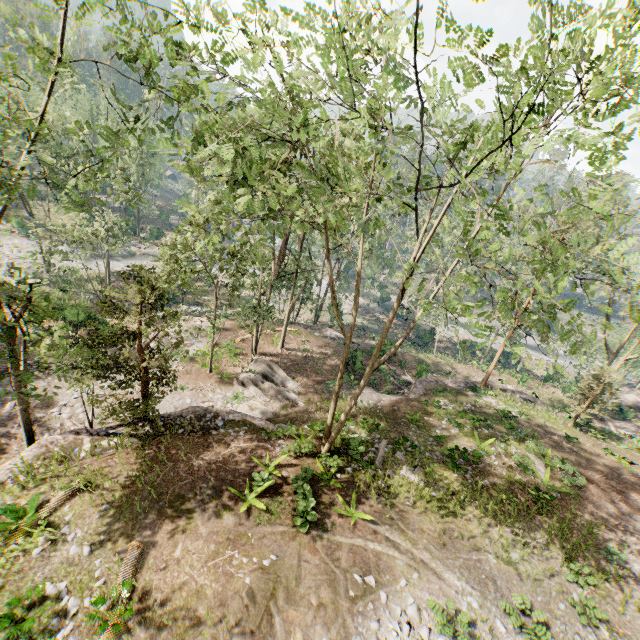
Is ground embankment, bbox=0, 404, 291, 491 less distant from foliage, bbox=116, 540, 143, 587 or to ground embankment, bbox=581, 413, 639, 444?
foliage, bbox=116, 540, 143, 587

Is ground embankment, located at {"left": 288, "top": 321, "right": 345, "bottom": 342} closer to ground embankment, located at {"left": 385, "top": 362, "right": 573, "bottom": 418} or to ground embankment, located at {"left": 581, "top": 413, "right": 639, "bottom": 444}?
ground embankment, located at {"left": 385, "top": 362, "right": 573, "bottom": 418}

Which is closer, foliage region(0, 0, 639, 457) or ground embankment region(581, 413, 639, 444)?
foliage region(0, 0, 639, 457)

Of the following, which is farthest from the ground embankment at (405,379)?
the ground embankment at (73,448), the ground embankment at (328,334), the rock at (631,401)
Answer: the ground embankment at (73,448)

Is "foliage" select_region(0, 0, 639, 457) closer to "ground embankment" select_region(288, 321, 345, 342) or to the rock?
"ground embankment" select_region(288, 321, 345, 342)

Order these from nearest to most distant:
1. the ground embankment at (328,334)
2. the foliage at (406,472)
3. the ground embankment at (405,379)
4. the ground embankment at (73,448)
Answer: the ground embankment at (73,448)
the foliage at (406,472)
the ground embankment at (405,379)
the ground embankment at (328,334)

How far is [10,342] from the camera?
10.1m

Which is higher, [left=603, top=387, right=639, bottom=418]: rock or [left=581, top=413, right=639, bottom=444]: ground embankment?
[left=581, top=413, right=639, bottom=444]: ground embankment
